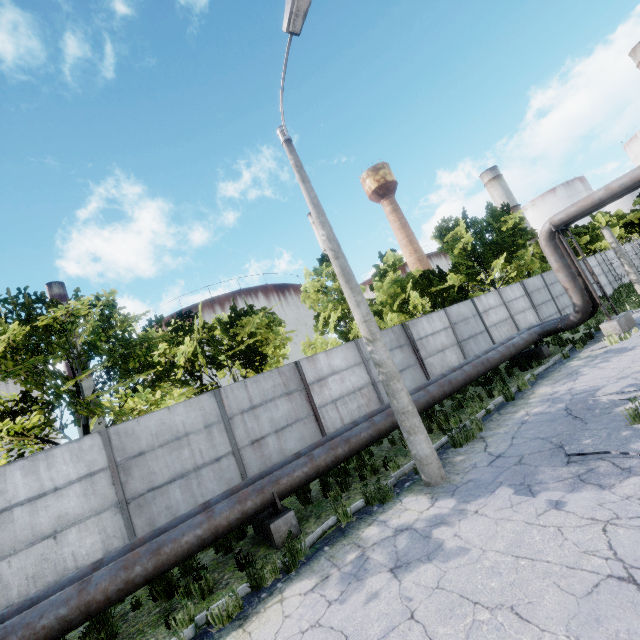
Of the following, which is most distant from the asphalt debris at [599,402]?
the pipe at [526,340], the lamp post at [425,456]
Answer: the pipe at [526,340]

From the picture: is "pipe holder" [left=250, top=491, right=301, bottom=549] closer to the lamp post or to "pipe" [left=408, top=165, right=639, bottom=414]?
"pipe" [left=408, top=165, right=639, bottom=414]

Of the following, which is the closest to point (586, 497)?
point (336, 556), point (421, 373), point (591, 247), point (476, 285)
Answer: point (336, 556)

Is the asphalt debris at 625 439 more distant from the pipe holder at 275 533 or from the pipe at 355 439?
the pipe holder at 275 533

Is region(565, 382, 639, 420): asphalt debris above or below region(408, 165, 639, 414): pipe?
below

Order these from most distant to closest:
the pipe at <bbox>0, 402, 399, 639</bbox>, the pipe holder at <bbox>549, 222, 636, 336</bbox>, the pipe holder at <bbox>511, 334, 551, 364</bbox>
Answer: the pipe holder at <bbox>511, 334, 551, 364</bbox>
the pipe holder at <bbox>549, 222, 636, 336</bbox>
the pipe at <bbox>0, 402, 399, 639</bbox>

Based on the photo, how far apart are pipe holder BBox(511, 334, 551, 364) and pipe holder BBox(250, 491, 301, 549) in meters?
12.4
